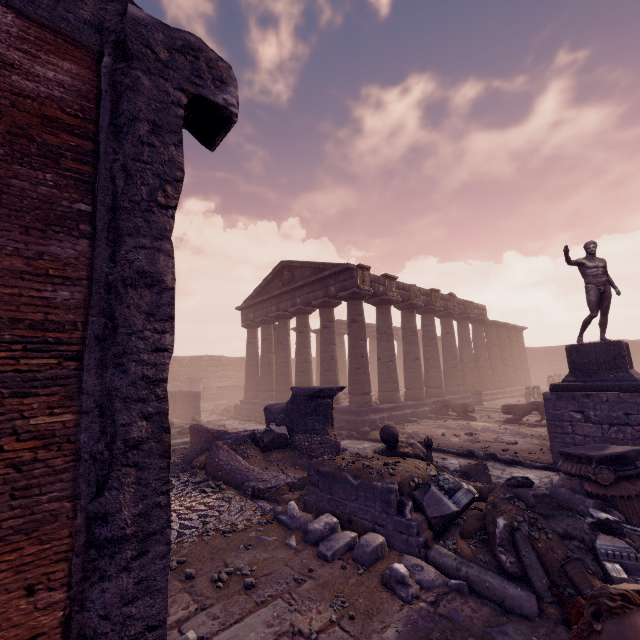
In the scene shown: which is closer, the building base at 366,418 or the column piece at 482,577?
the column piece at 482,577

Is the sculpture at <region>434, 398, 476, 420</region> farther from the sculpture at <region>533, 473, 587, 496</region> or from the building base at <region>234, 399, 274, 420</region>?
the sculpture at <region>533, 473, 587, 496</region>

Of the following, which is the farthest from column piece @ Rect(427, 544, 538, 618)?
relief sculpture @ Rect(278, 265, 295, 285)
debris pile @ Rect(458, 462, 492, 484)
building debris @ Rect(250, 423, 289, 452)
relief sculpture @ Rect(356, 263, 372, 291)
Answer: relief sculpture @ Rect(278, 265, 295, 285)

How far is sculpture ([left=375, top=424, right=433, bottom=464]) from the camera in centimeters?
608cm

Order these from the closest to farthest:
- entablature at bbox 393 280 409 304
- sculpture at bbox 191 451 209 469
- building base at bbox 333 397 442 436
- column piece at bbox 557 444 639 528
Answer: column piece at bbox 557 444 639 528 → sculpture at bbox 191 451 209 469 → building base at bbox 333 397 442 436 → entablature at bbox 393 280 409 304

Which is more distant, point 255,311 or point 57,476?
point 255,311

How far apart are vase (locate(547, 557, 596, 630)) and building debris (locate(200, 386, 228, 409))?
28.0m

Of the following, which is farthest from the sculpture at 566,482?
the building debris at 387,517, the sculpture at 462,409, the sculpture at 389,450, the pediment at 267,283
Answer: the pediment at 267,283
